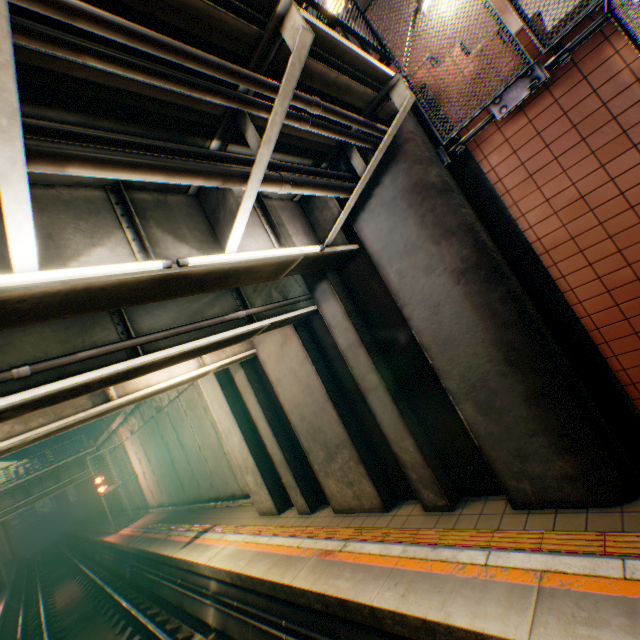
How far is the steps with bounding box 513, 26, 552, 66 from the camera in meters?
3.7 m

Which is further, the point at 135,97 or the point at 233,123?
the point at 233,123

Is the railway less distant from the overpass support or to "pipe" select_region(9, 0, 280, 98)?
the overpass support

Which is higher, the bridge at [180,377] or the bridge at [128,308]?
the bridge at [128,308]

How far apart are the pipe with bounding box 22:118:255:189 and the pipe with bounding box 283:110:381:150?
0.5m

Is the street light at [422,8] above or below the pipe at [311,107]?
above

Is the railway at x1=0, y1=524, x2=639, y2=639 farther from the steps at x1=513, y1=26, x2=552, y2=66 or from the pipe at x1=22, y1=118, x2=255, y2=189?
the pipe at x1=22, y1=118, x2=255, y2=189
